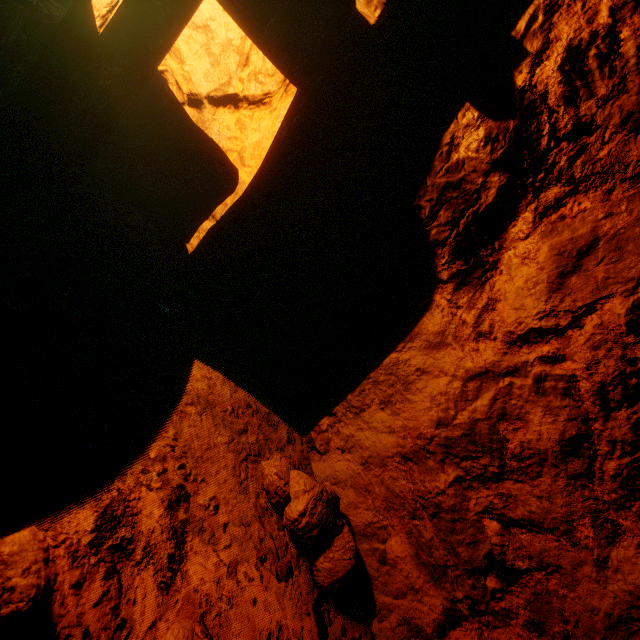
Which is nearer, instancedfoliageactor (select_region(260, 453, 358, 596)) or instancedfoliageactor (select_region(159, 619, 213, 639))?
instancedfoliageactor (select_region(159, 619, 213, 639))

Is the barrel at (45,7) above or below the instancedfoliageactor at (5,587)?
above

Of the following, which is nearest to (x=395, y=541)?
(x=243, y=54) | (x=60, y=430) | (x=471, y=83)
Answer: (x=60, y=430)

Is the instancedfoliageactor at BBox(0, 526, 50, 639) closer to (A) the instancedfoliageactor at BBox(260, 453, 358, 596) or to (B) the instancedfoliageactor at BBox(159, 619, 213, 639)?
(B) the instancedfoliageactor at BBox(159, 619, 213, 639)

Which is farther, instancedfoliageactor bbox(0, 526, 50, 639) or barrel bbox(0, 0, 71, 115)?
barrel bbox(0, 0, 71, 115)

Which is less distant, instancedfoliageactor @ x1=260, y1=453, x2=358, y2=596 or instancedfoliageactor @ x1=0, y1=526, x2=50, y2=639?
instancedfoliageactor @ x1=0, y1=526, x2=50, y2=639

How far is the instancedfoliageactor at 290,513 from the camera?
1.41m

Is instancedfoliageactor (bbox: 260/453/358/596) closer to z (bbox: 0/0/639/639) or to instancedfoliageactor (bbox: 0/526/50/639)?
z (bbox: 0/0/639/639)
